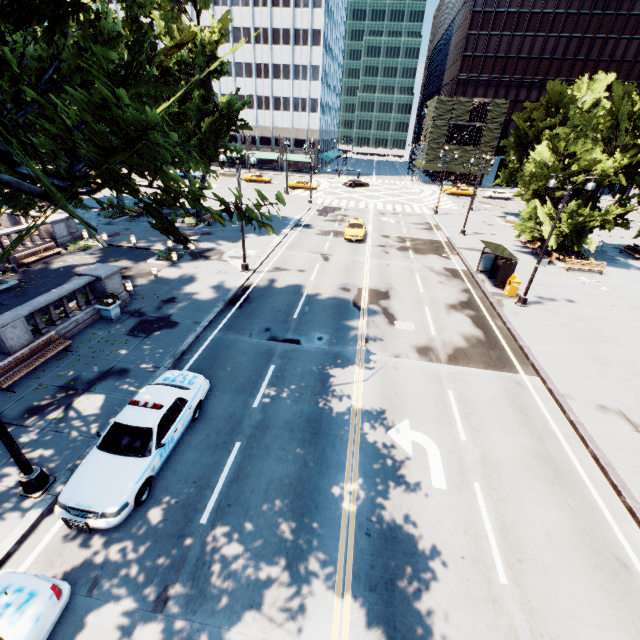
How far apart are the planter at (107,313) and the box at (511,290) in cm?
2304

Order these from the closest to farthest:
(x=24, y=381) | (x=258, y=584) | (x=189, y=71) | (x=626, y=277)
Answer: (x=258, y=584), (x=24, y=381), (x=189, y=71), (x=626, y=277)

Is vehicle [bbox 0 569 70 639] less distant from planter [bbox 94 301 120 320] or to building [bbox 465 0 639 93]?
planter [bbox 94 301 120 320]

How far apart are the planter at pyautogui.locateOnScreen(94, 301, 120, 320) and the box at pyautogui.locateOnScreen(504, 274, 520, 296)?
23.0 meters

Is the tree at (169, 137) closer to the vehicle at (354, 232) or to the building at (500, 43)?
the vehicle at (354, 232)

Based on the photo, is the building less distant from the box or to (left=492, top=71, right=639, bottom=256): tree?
(left=492, top=71, right=639, bottom=256): tree

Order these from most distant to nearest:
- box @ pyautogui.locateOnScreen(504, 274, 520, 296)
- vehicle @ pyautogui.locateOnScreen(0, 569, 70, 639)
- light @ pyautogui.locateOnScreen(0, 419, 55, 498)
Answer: box @ pyautogui.locateOnScreen(504, 274, 520, 296) < light @ pyautogui.locateOnScreen(0, 419, 55, 498) < vehicle @ pyautogui.locateOnScreen(0, 569, 70, 639)

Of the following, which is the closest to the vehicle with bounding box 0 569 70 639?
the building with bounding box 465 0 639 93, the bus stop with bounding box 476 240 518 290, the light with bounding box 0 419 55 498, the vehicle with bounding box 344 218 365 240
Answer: the light with bounding box 0 419 55 498
